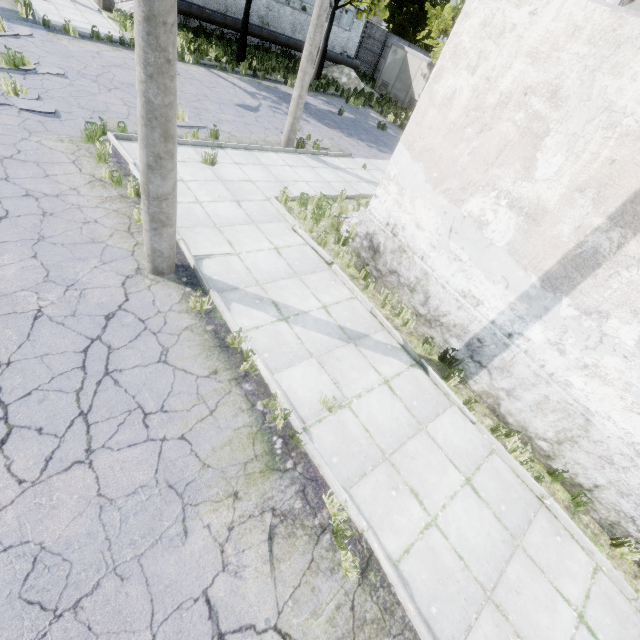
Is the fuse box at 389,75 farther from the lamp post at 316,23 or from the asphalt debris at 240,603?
the asphalt debris at 240,603

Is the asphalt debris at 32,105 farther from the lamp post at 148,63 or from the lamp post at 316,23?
the lamp post at 316,23

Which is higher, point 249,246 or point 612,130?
point 612,130

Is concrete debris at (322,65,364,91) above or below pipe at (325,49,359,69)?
below

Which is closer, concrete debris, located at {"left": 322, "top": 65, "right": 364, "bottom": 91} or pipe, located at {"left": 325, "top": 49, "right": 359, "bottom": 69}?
concrete debris, located at {"left": 322, "top": 65, "right": 364, "bottom": 91}

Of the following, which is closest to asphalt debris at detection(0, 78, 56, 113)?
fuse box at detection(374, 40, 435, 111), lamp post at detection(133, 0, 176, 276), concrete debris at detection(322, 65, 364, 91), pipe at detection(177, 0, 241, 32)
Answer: lamp post at detection(133, 0, 176, 276)

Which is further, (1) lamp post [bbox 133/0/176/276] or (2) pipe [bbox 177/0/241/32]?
(2) pipe [bbox 177/0/241/32]

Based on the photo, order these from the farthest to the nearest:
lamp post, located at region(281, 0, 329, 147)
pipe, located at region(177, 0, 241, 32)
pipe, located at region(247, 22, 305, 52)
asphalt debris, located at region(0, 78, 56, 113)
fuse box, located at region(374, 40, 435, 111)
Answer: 1. fuse box, located at region(374, 40, 435, 111)
2. pipe, located at region(247, 22, 305, 52)
3. pipe, located at region(177, 0, 241, 32)
4. lamp post, located at region(281, 0, 329, 147)
5. asphalt debris, located at region(0, 78, 56, 113)
